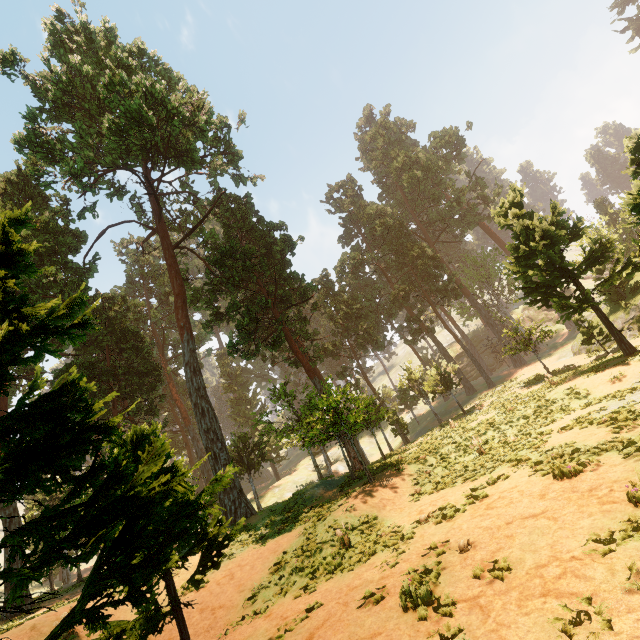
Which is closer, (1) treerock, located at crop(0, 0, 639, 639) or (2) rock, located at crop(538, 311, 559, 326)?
(1) treerock, located at crop(0, 0, 639, 639)

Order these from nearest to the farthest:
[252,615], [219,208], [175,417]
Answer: [252,615] < [219,208] < [175,417]

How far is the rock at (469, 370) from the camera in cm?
5565

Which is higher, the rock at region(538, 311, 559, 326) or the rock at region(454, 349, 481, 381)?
the rock at region(538, 311, 559, 326)

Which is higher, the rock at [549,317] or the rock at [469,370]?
the rock at [549,317]

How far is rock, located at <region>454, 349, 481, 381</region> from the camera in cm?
5565
